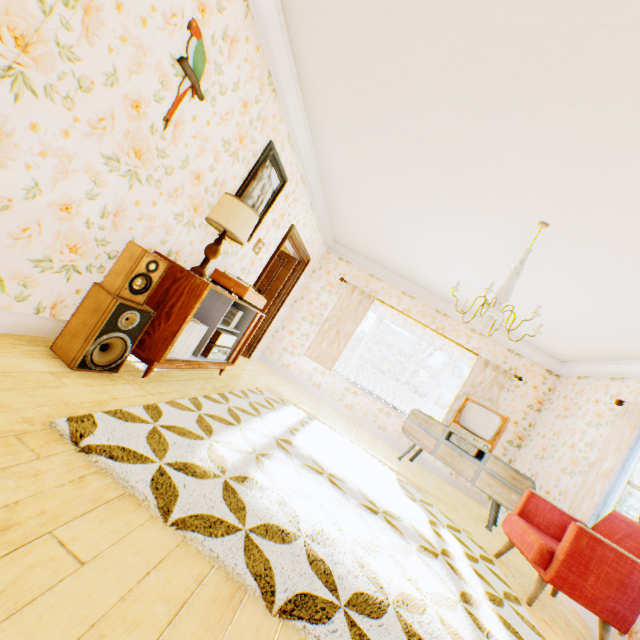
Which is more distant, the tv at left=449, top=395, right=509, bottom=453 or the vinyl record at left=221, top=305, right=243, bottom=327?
the tv at left=449, top=395, right=509, bottom=453

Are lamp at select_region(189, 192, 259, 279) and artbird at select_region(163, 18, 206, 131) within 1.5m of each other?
yes

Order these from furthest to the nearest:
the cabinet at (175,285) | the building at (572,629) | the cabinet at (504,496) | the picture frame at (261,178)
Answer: the cabinet at (504,496) → the picture frame at (261,178) → the cabinet at (175,285) → the building at (572,629)

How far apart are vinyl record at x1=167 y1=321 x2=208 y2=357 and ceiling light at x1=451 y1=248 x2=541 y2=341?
2.5m

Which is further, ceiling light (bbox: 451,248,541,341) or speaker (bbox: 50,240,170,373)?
ceiling light (bbox: 451,248,541,341)

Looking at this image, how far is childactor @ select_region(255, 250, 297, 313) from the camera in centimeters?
645cm

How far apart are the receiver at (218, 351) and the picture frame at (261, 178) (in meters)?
1.35

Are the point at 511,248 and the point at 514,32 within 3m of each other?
yes
